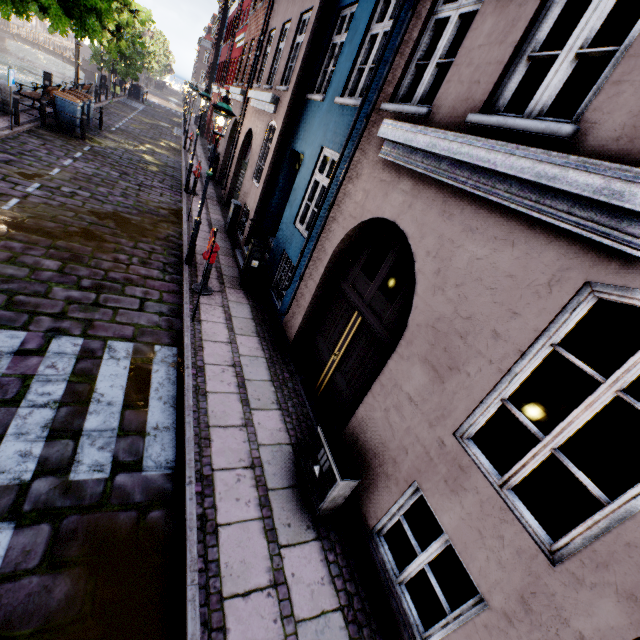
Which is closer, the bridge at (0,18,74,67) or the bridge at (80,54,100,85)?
the bridge at (0,18,74,67)

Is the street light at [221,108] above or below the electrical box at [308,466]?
above

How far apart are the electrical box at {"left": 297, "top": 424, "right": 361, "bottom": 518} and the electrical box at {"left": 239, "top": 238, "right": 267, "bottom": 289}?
5.1m

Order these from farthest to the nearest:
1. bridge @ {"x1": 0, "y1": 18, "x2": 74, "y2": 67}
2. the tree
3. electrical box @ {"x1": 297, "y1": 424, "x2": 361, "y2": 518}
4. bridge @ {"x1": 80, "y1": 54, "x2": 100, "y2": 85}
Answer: bridge @ {"x1": 80, "y1": 54, "x2": 100, "y2": 85} → bridge @ {"x1": 0, "y1": 18, "x2": 74, "y2": 67} → the tree → electrical box @ {"x1": 297, "y1": 424, "x2": 361, "y2": 518}

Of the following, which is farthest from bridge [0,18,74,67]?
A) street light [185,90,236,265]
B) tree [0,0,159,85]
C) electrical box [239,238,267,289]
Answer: electrical box [239,238,267,289]

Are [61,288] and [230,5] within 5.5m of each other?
no

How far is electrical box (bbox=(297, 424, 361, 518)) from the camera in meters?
3.8 m

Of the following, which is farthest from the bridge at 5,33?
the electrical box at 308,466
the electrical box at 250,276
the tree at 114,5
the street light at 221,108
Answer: the electrical box at 308,466
